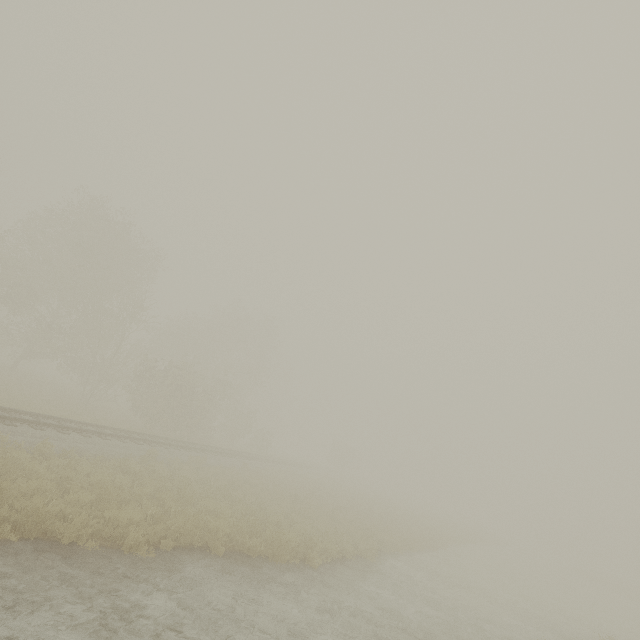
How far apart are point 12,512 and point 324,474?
37.6m

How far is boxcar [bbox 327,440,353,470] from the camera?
56.81m

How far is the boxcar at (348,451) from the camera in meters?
56.8

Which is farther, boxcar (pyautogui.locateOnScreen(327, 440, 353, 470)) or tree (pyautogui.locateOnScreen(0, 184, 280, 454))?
boxcar (pyautogui.locateOnScreen(327, 440, 353, 470))

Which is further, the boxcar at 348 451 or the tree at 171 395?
the boxcar at 348 451
